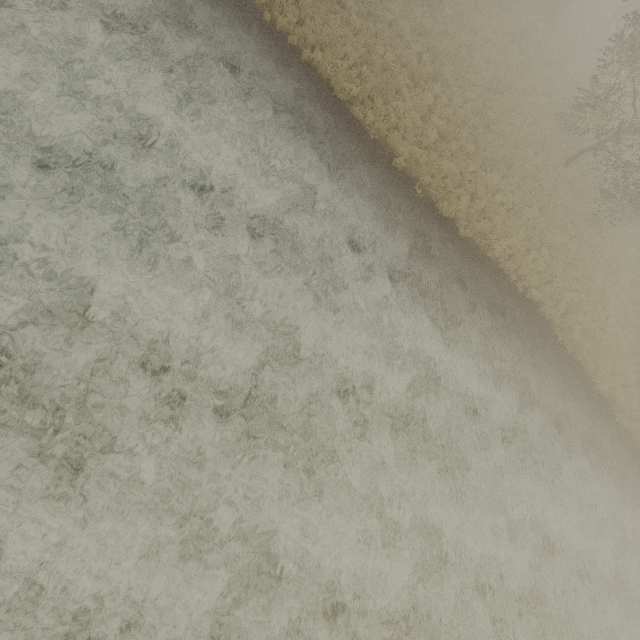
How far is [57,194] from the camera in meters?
7.6 m
